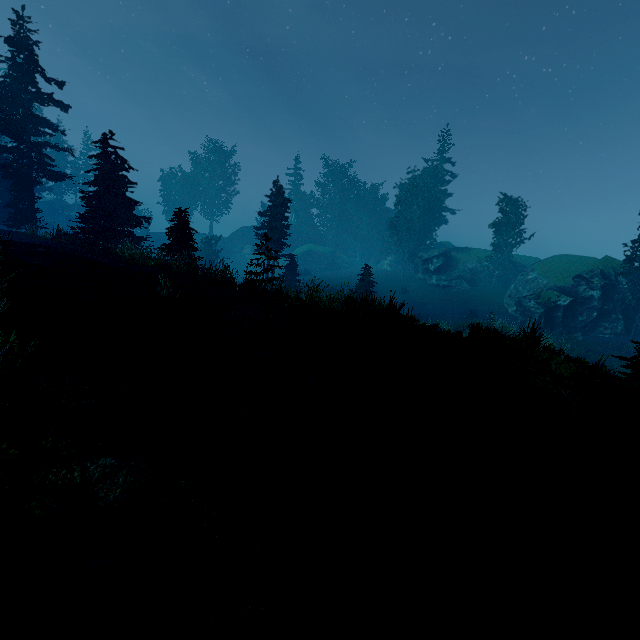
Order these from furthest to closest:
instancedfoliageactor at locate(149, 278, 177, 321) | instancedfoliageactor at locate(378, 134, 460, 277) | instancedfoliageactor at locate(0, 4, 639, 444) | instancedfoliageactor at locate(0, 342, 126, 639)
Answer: instancedfoliageactor at locate(378, 134, 460, 277)
instancedfoliageactor at locate(149, 278, 177, 321)
instancedfoliageactor at locate(0, 4, 639, 444)
instancedfoliageactor at locate(0, 342, 126, 639)

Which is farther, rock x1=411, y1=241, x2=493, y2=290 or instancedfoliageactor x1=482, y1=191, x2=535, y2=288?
rock x1=411, y1=241, x2=493, y2=290

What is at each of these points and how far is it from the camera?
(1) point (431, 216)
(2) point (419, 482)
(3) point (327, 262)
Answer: (1) instancedfoliageactor, 47.3m
(2) instancedfoliageactor, 5.0m
(3) rock, 59.1m

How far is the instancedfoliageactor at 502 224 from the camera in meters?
39.6 m

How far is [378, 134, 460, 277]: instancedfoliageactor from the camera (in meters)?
46.81

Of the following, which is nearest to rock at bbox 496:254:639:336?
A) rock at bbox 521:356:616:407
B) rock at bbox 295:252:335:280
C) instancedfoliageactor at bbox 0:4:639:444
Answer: instancedfoliageactor at bbox 0:4:639:444

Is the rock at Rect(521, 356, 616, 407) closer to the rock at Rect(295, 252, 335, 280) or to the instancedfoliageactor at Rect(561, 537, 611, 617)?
the instancedfoliageactor at Rect(561, 537, 611, 617)
